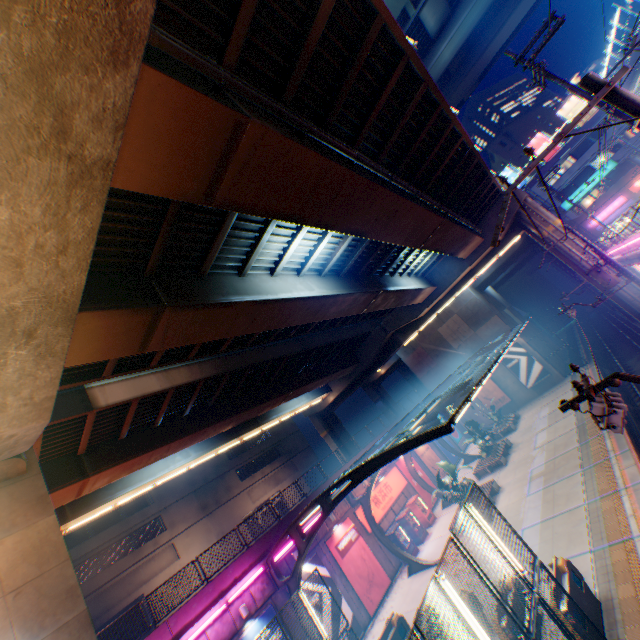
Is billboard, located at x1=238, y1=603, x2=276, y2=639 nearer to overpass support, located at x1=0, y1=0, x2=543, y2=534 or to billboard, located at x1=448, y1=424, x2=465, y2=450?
overpass support, located at x1=0, y1=0, x2=543, y2=534

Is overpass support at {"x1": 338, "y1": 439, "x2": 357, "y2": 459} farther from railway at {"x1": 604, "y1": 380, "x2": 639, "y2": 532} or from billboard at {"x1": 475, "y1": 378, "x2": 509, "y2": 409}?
billboard at {"x1": 475, "y1": 378, "x2": 509, "y2": 409}

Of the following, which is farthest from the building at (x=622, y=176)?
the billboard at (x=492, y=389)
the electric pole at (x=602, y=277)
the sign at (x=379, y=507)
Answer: the sign at (x=379, y=507)

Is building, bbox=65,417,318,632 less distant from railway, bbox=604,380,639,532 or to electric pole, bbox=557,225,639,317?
railway, bbox=604,380,639,532

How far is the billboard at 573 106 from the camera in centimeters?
4794cm

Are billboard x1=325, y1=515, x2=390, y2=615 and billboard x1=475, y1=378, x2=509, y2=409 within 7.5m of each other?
no

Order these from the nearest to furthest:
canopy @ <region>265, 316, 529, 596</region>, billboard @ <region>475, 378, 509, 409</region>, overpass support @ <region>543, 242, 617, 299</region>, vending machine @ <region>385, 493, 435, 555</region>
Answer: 1. canopy @ <region>265, 316, 529, 596</region>
2. vending machine @ <region>385, 493, 435, 555</region>
3. overpass support @ <region>543, 242, 617, 299</region>
4. billboard @ <region>475, 378, 509, 409</region>

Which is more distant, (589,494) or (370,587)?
(370,587)
